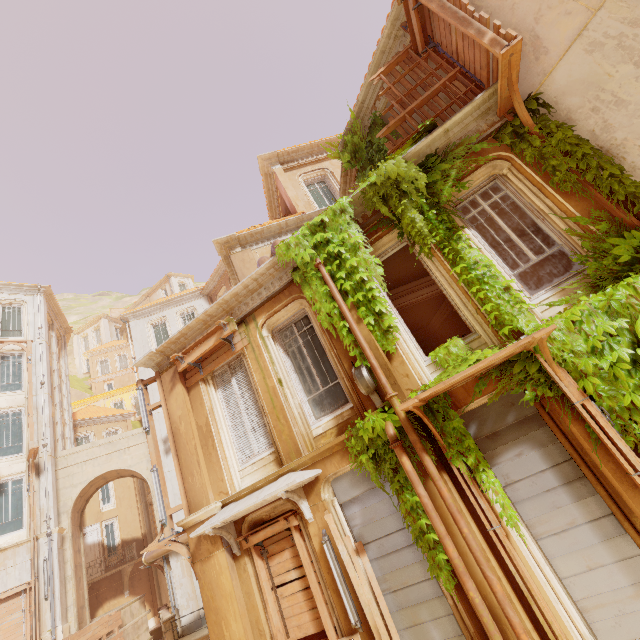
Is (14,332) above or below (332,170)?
above

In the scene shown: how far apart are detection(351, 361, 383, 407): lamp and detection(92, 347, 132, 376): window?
45.5m

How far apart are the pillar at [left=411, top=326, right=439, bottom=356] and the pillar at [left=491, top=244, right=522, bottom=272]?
5.41m

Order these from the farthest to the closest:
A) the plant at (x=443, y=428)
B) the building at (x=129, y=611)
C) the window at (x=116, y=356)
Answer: the window at (x=116, y=356), the building at (x=129, y=611), the plant at (x=443, y=428)

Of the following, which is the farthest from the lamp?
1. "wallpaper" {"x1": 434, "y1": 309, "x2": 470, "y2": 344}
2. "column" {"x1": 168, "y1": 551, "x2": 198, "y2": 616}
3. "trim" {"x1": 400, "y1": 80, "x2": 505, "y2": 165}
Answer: "column" {"x1": 168, "y1": 551, "x2": 198, "y2": 616}

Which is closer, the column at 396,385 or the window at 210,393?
the column at 396,385

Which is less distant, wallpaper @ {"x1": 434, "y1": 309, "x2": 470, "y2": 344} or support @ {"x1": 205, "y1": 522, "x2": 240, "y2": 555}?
support @ {"x1": 205, "y1": 522, "x2": 240, "y2": 555}

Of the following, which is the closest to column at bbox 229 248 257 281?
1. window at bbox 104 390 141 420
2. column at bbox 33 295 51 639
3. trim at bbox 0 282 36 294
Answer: column at bbox 33 295 51 639
